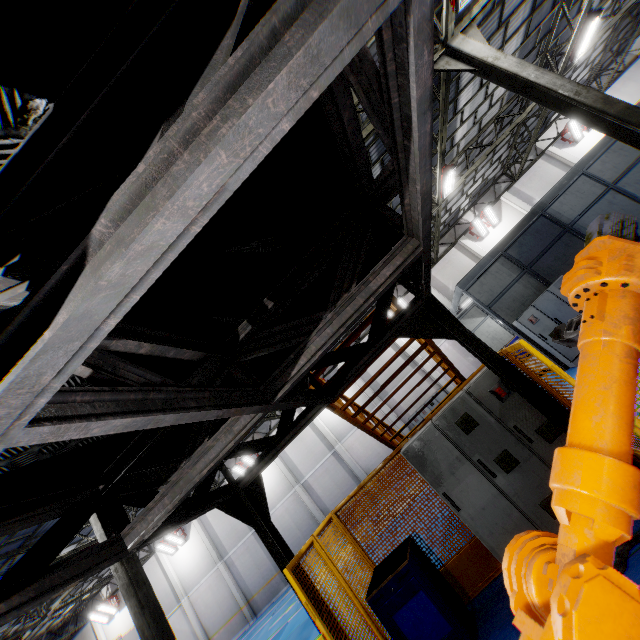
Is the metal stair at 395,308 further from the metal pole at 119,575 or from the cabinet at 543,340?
the metal pole at 119,575

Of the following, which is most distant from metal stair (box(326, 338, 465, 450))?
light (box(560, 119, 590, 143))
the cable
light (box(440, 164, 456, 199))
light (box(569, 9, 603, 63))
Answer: light (box(560, 119, 590, 143))

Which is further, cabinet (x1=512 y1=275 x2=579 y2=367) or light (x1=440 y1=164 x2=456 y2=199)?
light (x1=440 y1=164 x2=456 y2=199)

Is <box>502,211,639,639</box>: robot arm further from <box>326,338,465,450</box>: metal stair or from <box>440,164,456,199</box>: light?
<box>440,164,456,199</box>: light

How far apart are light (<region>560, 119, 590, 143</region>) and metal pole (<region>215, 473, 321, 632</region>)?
26.9 meters

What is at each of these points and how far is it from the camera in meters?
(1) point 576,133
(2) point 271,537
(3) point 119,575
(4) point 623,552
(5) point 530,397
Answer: (1) light, 20.6
(2) metal pole, 4.5
(3) metal pole, 7.9
(4) cable, 3.4
(5) metal pole, 3.8

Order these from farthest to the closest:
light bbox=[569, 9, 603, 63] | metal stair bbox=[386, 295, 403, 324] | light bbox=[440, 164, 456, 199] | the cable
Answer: light bbox=[440, 164, 456, 199] → light bbox=[569, 9, 603, 63] → metal stair bbox=[386, 295, 403, 324] → the cable

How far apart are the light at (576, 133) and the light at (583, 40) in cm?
828
